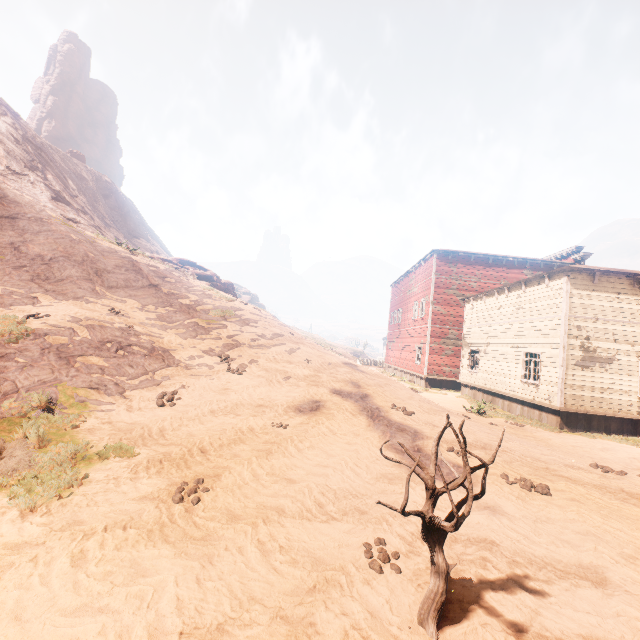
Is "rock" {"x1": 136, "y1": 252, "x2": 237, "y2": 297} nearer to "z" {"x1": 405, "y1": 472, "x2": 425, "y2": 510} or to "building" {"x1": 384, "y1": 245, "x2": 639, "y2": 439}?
"z" {"x1": 405, "y1": 472, "x2": 425, "y2": 510}

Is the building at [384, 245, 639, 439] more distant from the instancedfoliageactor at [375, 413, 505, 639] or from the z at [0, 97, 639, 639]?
the instancedfoliageactor at [375, 413, 505, 639]

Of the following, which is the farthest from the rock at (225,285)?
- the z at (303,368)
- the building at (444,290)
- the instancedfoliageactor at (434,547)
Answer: the instancedfoliageactor at (434,547)

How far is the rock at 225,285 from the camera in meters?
22.5 m

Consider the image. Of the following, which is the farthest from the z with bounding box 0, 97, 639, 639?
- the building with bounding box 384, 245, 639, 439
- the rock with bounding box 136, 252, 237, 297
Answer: the rock with bounding box 136, 252, 237, 297

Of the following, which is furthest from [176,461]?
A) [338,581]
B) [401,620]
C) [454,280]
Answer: [454,280]

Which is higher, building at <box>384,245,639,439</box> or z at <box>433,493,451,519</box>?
building at <box>384,245,639,439</box>
